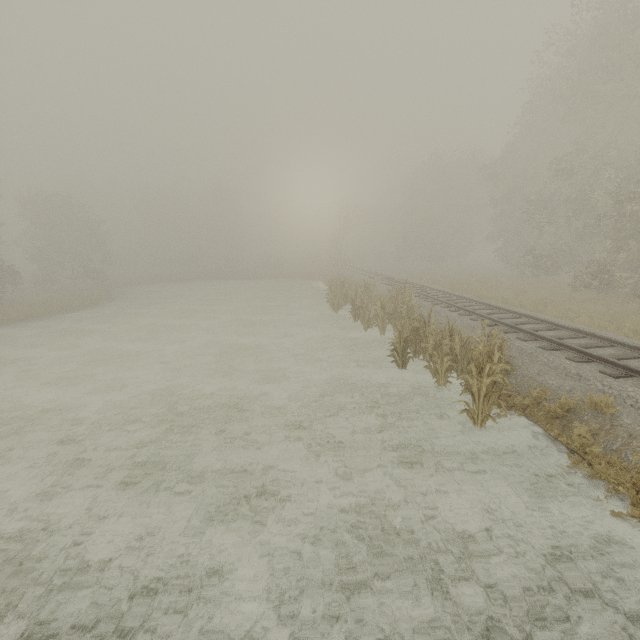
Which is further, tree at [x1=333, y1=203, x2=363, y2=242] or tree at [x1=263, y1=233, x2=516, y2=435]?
tree at [x1=333, y1=203, x2=363, y2=242]

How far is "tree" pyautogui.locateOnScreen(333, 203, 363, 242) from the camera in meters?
34.8 m

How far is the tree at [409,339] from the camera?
6.7 meters

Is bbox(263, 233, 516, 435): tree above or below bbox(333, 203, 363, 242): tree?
below

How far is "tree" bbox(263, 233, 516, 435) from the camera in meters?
6.7

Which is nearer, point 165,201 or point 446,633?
point 446,633

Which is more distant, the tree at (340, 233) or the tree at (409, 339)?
the tree at (340, 233)
